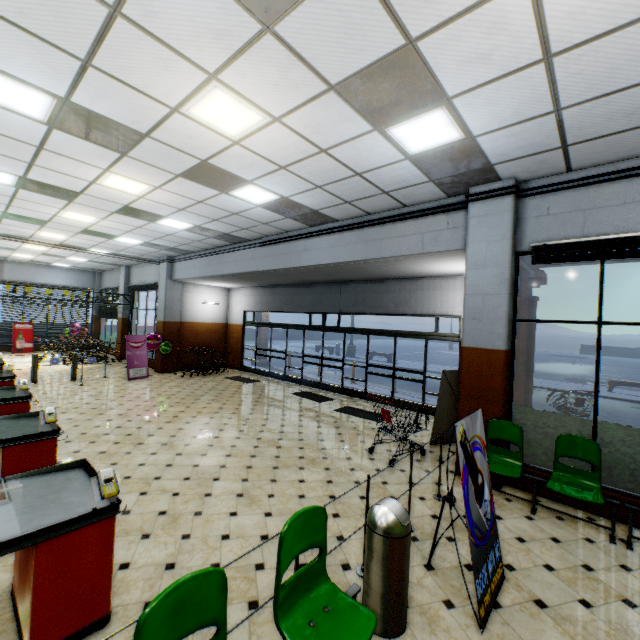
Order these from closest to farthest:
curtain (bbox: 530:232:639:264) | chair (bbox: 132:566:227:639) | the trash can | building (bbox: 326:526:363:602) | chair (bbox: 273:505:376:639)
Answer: chair (bbox: 132:566:227:639), chair (bbox: 273:505:376:639), the trash can, building (bbox: 326:526:363:602), curtain (bbox: 530:232:639:264)

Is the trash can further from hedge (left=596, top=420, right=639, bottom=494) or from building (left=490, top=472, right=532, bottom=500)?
hedge (left=596, top=420, right=639, bottom=494)

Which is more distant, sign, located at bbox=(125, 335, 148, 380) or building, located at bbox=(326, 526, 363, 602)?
sign, located at bbox=(125, 335, 148, 380)

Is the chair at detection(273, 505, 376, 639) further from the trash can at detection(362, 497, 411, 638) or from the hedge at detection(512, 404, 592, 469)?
the hedge at detection(512, 404, 592, 469)

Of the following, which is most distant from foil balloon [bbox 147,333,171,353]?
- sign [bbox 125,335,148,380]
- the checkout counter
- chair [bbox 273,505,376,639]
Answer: chair [bbox 273,505,376,639]

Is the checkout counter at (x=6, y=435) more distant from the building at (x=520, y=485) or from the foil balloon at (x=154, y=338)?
the foil balloon at (x=154, y=338)

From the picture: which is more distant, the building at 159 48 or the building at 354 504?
the building at 354 504

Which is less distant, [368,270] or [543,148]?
[543,148]
